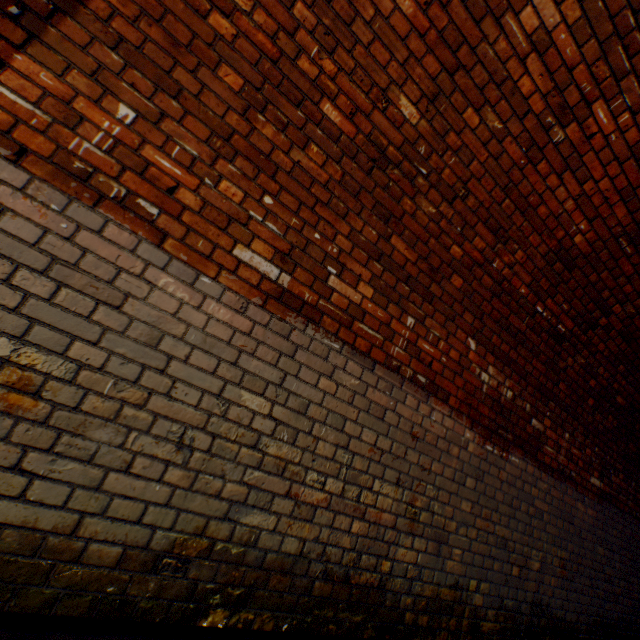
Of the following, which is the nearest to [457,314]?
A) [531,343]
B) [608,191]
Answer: [531,343]
